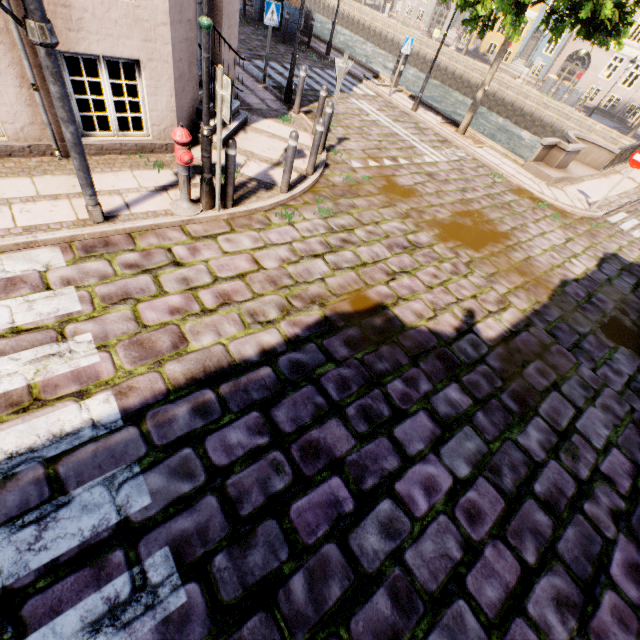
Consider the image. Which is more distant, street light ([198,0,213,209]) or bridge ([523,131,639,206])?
bridge ([523,131,639,206])

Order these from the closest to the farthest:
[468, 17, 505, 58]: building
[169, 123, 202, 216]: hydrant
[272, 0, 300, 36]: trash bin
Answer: [169, 123, 202, 216]: hydrant
[272, 0, 300, 36]: trash bin
[468, 17, 505, 58]: building

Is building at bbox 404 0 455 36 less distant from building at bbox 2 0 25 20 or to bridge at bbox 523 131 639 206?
bridge at bbox 523 131 639 206

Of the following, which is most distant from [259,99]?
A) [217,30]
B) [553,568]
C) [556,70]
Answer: [556,70]

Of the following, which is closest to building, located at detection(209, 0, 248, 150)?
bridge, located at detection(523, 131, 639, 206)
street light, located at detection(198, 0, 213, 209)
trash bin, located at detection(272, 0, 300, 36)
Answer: street light, located at detection(198, 0, 213, 209)

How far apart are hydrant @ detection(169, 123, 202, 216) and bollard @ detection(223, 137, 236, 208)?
0.36m

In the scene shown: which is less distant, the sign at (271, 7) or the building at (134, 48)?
the building at (134, 48)

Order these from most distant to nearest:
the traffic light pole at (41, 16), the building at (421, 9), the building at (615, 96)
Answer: the building at (421, 9), the building at (615, 96), the traffic light pole at (41, 16)
